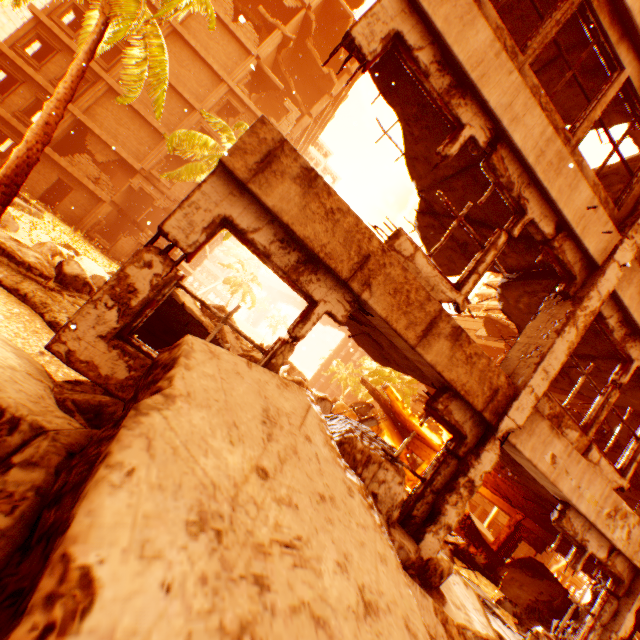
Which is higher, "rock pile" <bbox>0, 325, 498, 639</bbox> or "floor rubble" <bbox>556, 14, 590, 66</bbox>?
"floor rubble" <bbox>556, 14, 590, 66</bbox>

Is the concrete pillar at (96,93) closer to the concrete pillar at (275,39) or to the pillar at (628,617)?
the concrete pillar at (275,39)

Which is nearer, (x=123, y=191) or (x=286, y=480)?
(x=286, y=480)

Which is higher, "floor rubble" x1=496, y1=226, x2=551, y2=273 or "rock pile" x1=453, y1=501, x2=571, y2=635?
"floor rubble" x1=496, y1=226, x2=551, y2=273

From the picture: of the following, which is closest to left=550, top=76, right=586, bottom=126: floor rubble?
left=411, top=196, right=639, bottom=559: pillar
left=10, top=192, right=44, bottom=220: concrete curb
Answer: left=411, top=196, right=639, bottom=559: pillar

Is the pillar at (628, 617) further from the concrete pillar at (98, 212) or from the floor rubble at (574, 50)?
the concrete pillar at (98, 212)

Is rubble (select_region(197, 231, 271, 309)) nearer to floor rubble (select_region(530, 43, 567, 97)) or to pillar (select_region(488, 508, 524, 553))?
floor rubble (select_region(530, 43, 567, 97))

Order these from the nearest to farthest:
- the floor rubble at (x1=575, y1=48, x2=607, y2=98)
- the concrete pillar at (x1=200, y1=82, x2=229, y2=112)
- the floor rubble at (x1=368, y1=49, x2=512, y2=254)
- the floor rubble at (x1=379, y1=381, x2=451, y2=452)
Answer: the floor rubble at (x1=368, y1=49, x2=512, y2=254) < the floor rubble at (x1=575, y1=48, x2=607, y2=98) < the floor rubble at (x1=379, y1=381, x2=451, y2=452) < the concrete pillar at (x1=200, y1=82, x2=229, y2=112)
